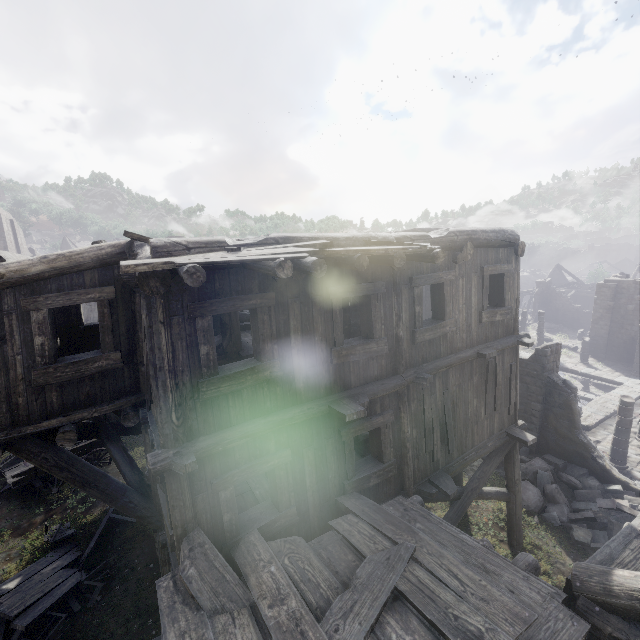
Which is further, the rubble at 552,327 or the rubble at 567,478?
the rubble at 552,327

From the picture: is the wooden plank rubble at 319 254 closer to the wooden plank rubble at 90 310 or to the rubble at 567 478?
the rubble at 567 478

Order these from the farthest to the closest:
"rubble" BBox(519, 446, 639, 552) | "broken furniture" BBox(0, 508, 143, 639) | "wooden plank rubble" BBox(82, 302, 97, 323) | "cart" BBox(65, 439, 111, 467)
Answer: "wooden plank rubble" BBox(82, 302, 97, 323), "cart" BBox(65, 439, 111, 467), "rubble" BBox(519, 446, 639, 552), "broken furniture" BBox(0, 508, 143, 639)

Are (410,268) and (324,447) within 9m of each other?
yes

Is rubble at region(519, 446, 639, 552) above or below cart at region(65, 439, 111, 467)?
below

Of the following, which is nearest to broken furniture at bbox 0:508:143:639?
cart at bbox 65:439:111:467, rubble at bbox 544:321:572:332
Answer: cart at bbox 65:439:111:467

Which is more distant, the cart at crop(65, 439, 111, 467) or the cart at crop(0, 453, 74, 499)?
the cart at crop(65, 439, 111, 467)

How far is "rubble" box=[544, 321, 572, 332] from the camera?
36.97m
